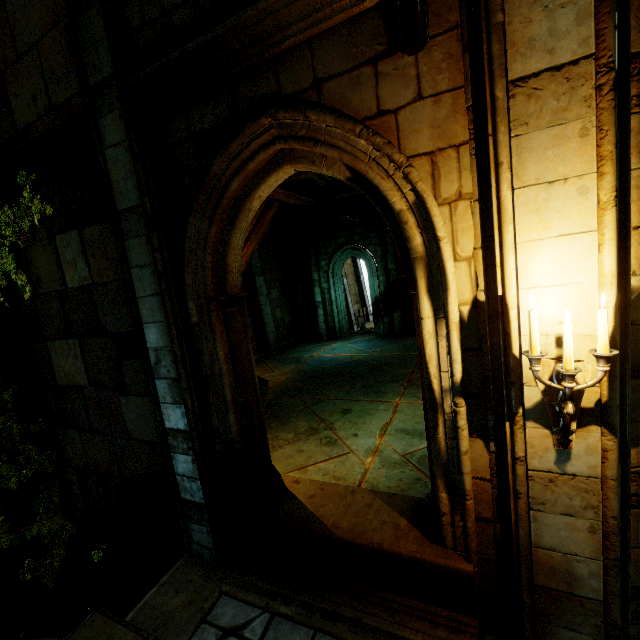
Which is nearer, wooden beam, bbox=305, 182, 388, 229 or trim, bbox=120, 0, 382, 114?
trim, bbox=120, 0, 382, 114

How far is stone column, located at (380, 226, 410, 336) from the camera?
13.7m

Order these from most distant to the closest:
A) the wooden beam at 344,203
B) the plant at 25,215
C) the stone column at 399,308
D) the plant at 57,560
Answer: the stone column at 399,308, the wooden beam at 344,203, the plant at 57,560, the plant at 25,215

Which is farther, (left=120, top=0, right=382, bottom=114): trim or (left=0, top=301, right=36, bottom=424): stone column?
(left=0, top=301, right=36, bottom=424): stone column

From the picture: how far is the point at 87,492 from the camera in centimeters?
555cm

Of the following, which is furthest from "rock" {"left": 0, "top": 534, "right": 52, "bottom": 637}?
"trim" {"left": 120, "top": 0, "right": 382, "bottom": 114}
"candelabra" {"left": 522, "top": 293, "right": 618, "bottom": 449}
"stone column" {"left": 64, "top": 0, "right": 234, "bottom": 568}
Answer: "candelabra" {"left": 522, "top": 293, "right": 618, "bottom": 449}

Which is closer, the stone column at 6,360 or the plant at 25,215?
the plant at 25,215

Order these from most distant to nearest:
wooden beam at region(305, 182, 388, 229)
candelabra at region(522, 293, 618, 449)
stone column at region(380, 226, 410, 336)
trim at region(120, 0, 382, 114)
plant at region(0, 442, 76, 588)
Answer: stone column at region(380, 226, 410, 336)
wooden beam at region(305, 182, 388, 229)
plant at region(0, 442, 76, 588)
trim at region(120, 0, 382, 114)
candelabra at region(522, 293, 618, 449)
